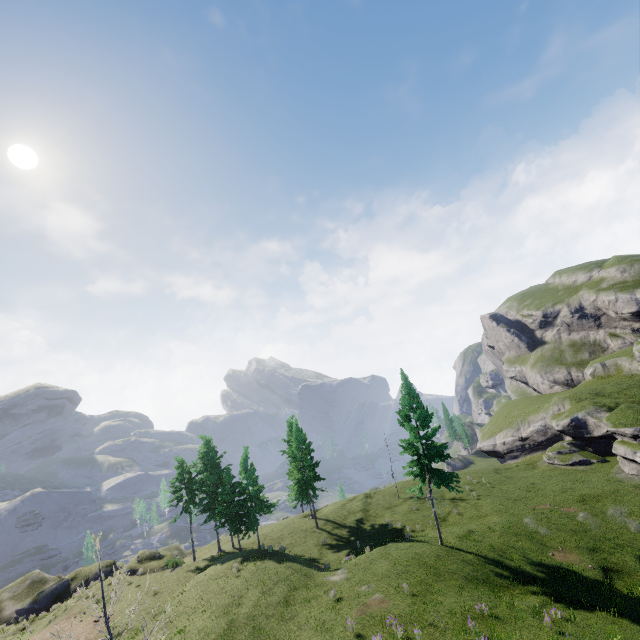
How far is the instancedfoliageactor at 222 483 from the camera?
35.2 meters

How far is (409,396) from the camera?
31.05m

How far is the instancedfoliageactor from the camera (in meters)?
35.19
